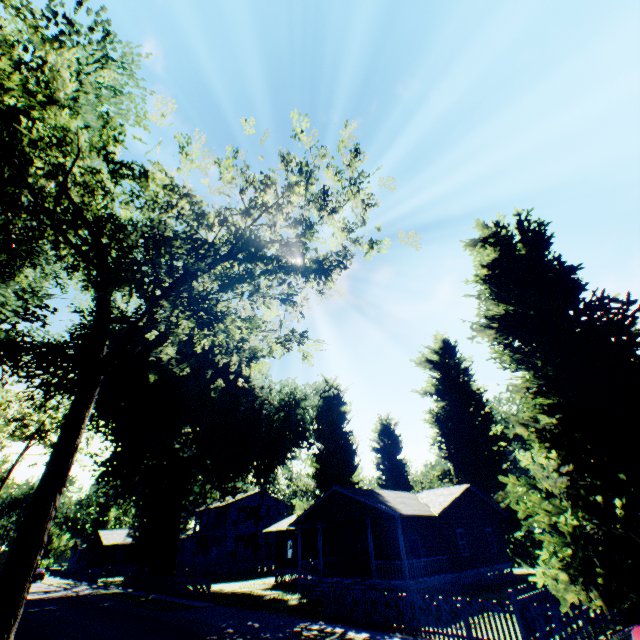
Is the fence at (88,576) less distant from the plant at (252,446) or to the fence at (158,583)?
the plant at (252,446)

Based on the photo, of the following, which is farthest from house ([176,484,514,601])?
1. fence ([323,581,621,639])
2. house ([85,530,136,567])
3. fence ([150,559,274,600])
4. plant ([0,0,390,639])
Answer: house ([85,530,136,567])

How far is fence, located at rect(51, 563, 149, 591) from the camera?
31.6 meters

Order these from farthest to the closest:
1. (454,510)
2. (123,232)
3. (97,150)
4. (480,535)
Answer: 1. (480,535)
2. (454,510)
3. (123,232)
4. (97,150)

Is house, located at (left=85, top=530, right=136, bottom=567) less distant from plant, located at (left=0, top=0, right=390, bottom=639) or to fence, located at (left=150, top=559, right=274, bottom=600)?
plant, located at (left=0, top=0, right=390, bottom=639)

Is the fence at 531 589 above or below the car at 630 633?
below

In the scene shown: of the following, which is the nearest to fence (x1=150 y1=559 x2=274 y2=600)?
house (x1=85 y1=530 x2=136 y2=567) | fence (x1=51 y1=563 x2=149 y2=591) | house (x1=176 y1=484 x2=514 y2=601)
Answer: house (x1=176 y1=484 x2=514 y2=601)

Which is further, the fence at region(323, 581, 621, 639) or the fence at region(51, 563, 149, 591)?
the fence at region(51, 563, 149, 591)
